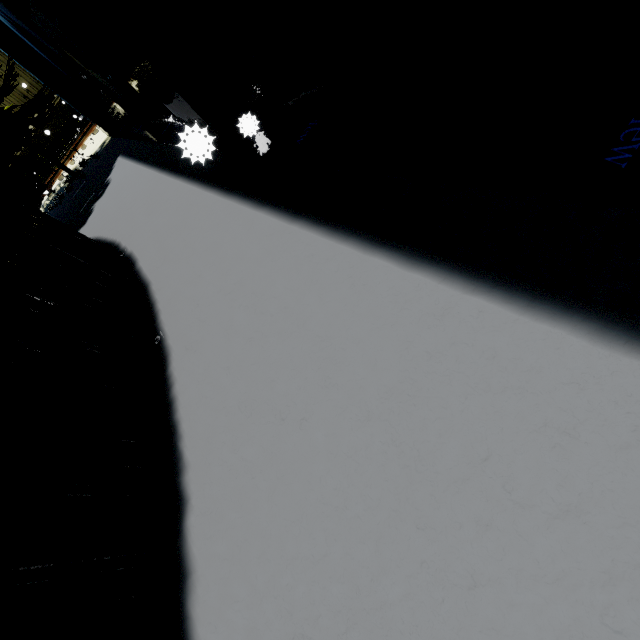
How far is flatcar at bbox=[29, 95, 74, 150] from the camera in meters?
14.6

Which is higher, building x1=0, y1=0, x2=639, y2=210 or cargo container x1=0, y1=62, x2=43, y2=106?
cargo container x1=0, y1=62, x2=43, y2=106

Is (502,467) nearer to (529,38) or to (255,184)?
(529,38)

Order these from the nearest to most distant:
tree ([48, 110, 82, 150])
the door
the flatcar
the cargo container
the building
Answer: the building < the door < the cargo container < the flatcar < tree ([48, 110, 82, 150])

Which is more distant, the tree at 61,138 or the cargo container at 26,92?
the tree at 61,138

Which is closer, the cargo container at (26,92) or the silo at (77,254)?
the silo at (77,254)

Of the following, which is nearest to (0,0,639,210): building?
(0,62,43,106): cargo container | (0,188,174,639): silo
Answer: (0,188,174,639): silo

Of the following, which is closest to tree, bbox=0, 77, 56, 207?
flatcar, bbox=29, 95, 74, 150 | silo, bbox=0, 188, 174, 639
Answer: silo, bbox=0, 188, 174, 639
